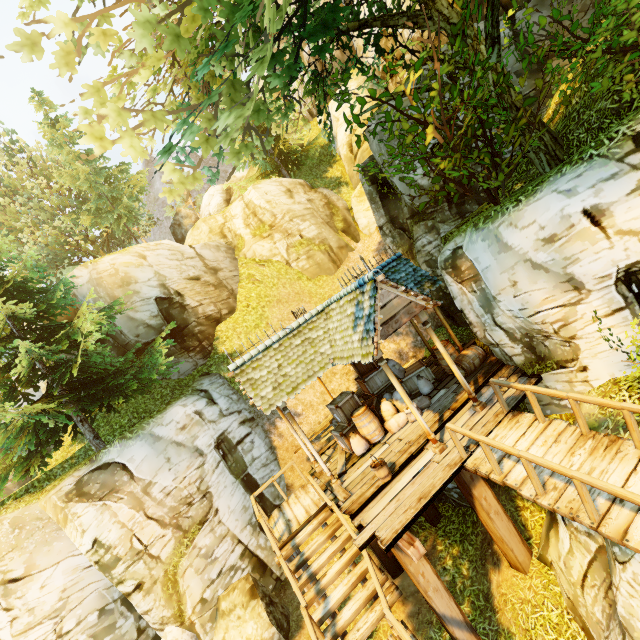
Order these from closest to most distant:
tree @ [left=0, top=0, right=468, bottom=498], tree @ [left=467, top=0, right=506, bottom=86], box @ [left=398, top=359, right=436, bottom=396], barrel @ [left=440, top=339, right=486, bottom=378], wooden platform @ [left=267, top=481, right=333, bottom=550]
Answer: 1. tree @ [left=0, top=0, right=468, bottom=498]
2. tree @ [left=467, top=0, right=506, bottom=86]
3. wooden platform @ [left=267, top=481, right=333, bottom=550]
4. barrel @ [left=440, top=339, right=486, bottom=378]
5. box @ [left=398, top=359, right=436, bottom=396]

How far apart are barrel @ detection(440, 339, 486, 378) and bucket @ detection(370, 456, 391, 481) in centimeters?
400cm

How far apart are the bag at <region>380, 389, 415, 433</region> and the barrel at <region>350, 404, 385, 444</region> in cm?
2

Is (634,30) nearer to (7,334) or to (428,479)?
(428,479)

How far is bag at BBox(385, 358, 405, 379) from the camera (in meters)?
11.62

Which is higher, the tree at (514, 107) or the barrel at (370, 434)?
the tree at (514, 107)

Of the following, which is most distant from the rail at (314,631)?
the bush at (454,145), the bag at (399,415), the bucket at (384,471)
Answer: the bush at (454,145)

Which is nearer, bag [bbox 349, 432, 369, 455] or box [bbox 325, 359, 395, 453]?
bag [bbox 349, 432, 369, 455]
